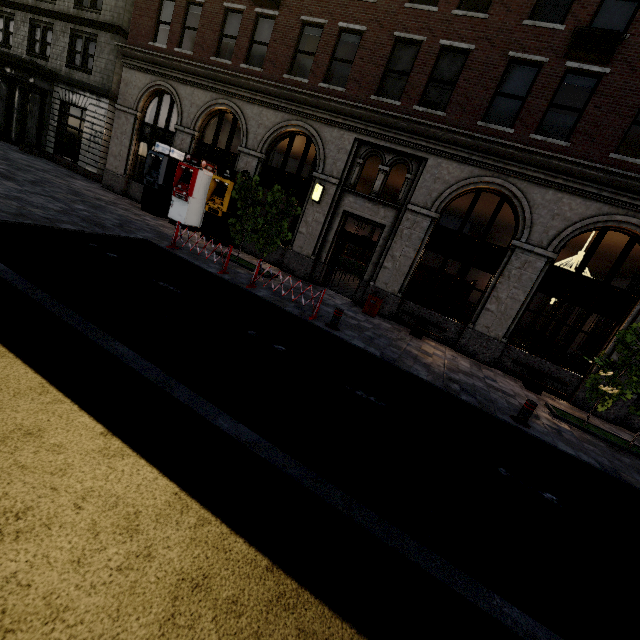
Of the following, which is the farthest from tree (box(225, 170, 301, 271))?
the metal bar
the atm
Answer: the metal bar

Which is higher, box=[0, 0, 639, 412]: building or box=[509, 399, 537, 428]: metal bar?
box=[0, 0, 639, 412]: building

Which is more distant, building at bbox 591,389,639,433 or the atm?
the atm

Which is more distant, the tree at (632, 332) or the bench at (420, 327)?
the bench at (420, 327)

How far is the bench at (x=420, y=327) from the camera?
11.66m

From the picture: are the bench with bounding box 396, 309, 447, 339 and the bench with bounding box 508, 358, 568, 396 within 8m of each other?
yes

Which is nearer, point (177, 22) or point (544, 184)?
point (544, 184)

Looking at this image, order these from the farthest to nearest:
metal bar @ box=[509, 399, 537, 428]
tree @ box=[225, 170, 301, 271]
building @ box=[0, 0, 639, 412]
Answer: tree @ box=[225, 170, 301, 271], building @ box=[0, 0, 639, 412], metal bar @ box=[509, 399, 537, 428]
